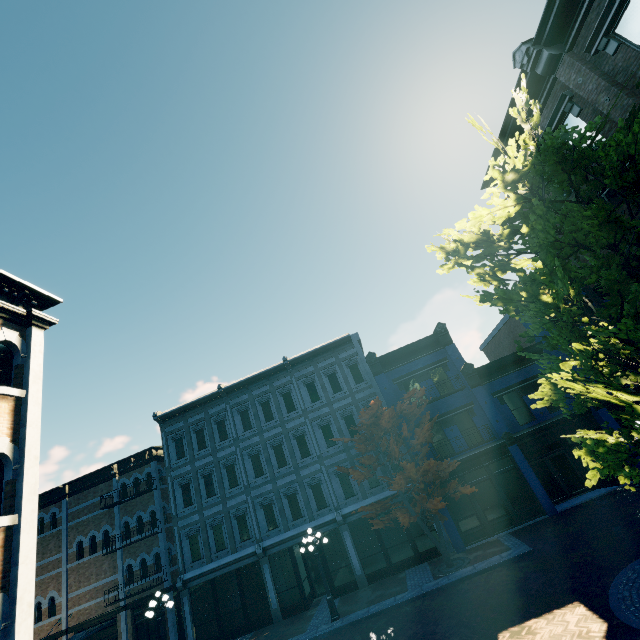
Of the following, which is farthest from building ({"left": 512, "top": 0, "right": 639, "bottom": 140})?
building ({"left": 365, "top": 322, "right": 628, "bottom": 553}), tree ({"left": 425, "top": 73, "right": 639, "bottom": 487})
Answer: tree ({"left": 425, "top": 73, "right": 639, "bottom": 487})

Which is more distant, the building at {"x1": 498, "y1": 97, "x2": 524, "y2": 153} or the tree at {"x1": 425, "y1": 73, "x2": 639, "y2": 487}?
the building at {"x1": 498, "y1": 97, "x2": 524, "y2": 153}

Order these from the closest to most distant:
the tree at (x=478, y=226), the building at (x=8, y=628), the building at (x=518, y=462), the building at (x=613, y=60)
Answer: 1. the tree at (x=478, y=226)
2. the building at (x=8, y=628)
3. the building at (x=613, y=60)
4. the building at (x=518, y=462)

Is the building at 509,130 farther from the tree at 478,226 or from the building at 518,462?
the tree at 478,226

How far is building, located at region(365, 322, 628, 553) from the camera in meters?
16.8 m

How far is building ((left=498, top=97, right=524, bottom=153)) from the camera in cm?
1243

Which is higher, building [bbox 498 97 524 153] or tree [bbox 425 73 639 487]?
building [bbox 498 97 524 153]

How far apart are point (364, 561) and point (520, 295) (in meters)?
17.61
